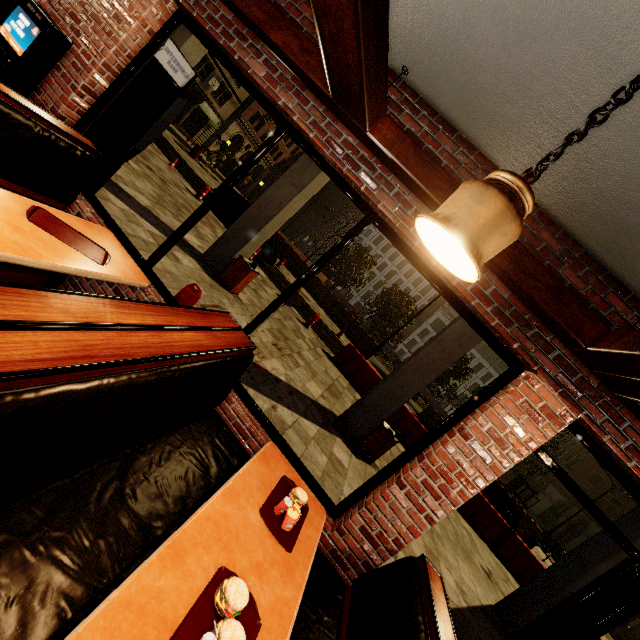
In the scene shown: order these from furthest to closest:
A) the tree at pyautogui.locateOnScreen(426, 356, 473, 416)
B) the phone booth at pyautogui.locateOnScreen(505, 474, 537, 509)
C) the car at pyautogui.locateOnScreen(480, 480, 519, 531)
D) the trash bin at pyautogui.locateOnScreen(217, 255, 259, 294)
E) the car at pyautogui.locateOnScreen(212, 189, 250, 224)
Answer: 1. the phone booth at pyautogui.locateOnScreen(505, 474, 537, 509)
2. the tree at pyautogui.locateOnScreen(426, 356, 473, 416)
3. the car at pyautogui.locateOnScreen(212, 189, 250, 224)
4. the car at pyautogui.locateOnScreen(480, 480, 519, 531)
5. the trash bin at pyautogui.locateOnScreen(217, 255, 259, 294)

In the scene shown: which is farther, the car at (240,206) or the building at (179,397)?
the car at (240,206)

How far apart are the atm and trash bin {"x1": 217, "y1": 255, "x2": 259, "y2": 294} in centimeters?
313cm

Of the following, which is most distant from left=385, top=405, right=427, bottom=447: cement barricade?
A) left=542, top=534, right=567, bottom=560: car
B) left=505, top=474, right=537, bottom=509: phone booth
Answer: left=542, top=534, right=567, bottom=560: car

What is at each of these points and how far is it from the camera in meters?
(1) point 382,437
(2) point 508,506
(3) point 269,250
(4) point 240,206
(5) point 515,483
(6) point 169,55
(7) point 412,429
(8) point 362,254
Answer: (1) trash bin, 6.8
(2) car, 14.1
(3) car, 14.5
(4) car, 15.7
(5) phone booth, 26.1
(6) atm, 3.9
(7) cement barricade, 11.4
(8) tree, 26.7

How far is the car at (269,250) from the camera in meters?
14.3 m

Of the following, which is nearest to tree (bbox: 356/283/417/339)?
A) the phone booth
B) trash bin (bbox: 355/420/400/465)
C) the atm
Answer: the phone booth

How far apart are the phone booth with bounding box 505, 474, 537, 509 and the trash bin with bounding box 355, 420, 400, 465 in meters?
25.5
